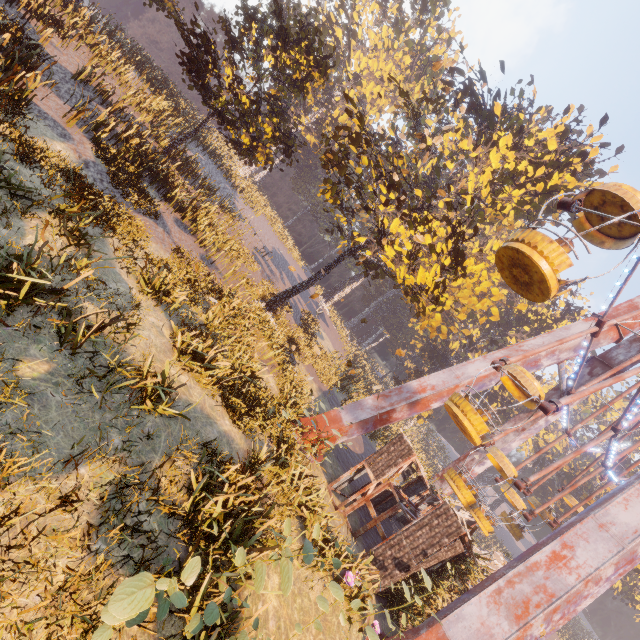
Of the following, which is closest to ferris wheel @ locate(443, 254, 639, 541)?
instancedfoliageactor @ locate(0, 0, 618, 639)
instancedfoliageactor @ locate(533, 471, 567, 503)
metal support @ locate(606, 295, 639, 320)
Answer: metal support @ locate(606, 295, 639, 320)

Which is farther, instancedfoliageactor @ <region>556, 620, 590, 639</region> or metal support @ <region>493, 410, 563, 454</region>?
instancedfoliageactor @ <region>556, 620, 590, 639</region>

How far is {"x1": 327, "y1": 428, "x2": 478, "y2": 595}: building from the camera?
10.89m

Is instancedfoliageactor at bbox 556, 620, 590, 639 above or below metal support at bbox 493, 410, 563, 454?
below

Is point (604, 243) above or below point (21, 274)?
above

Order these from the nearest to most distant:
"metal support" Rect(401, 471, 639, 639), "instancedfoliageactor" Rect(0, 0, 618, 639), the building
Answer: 1. "instancedfoliageactor" Rect(0, 0, 618, 639)
2. "metal support" Rect(401, 471, 639, 639)
3. the building

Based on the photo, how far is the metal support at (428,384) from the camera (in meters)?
14.89
